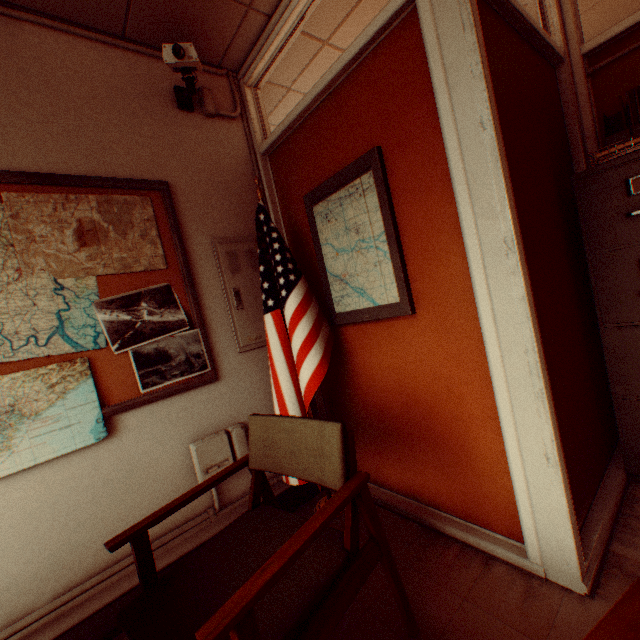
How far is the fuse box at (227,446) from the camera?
2.1m

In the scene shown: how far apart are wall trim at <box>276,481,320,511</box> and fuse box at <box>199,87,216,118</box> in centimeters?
299cm

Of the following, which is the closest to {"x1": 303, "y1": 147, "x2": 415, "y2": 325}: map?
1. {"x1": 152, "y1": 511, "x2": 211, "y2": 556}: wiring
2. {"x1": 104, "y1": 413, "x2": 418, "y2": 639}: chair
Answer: {"x1": 104, "y1": 413, "x2": 418, "y2": 639}: chair

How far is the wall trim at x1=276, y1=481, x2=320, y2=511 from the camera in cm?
253

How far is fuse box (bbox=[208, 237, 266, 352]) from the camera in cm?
242

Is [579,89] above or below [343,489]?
above

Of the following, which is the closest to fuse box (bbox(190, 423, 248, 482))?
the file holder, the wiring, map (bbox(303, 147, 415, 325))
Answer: the wiring

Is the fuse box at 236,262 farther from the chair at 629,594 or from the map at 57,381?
the chair at 629,594
